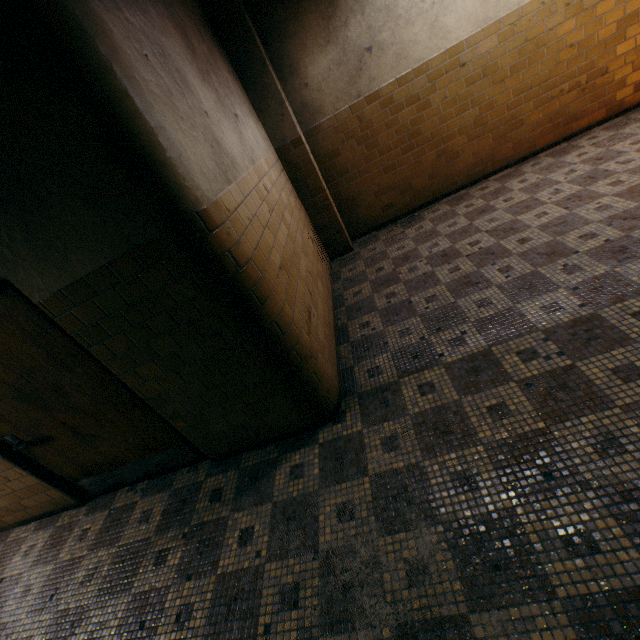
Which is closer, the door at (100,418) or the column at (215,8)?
the door at (100,418)

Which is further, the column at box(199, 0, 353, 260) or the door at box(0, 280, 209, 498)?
the column at box(199, 0, 353, 260)

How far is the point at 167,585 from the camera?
2.4m
